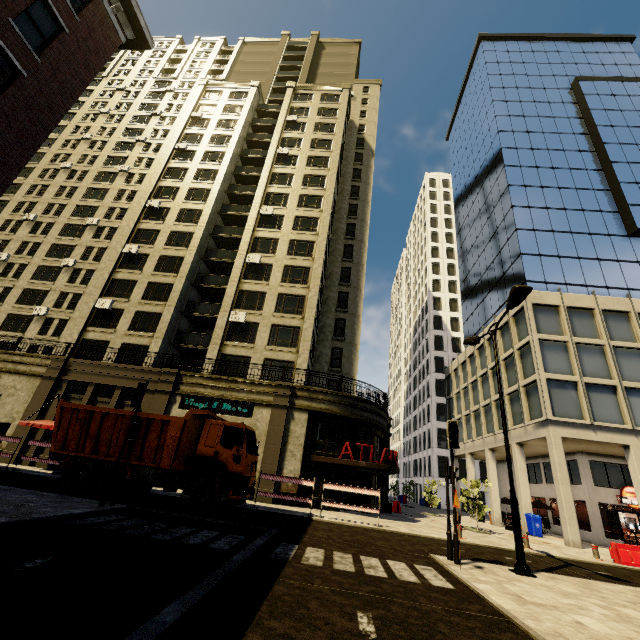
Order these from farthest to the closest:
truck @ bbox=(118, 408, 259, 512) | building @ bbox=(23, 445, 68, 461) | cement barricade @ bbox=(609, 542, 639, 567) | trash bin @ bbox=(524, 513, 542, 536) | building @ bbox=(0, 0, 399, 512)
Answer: trash bin @ bbox=(524, 513, 542, 536), building @ bbox=(23, 445, 68, 461), building @ bbox=(0, 0, 399, 512), cement barricade @ bbox=(609, 542, 639, 567), truck @ bbox=(118, 408, 259, 512)

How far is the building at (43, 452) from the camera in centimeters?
2000cm

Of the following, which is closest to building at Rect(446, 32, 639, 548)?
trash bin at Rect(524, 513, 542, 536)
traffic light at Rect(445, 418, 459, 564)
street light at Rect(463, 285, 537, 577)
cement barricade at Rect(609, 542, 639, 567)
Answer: trash bin at Rect(524, 513, 542, 536)

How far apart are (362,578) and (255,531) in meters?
4.5

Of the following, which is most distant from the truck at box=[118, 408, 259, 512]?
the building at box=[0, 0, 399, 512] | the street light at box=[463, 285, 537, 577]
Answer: the street light at box=[463, 285, 537, 577]

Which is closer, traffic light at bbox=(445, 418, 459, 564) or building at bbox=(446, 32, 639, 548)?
traffic light at bbox=(445, 418, 459, 564)

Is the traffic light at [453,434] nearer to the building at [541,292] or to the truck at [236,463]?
the truck at [236,463]

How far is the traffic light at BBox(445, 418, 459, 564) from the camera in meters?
9.2 m
